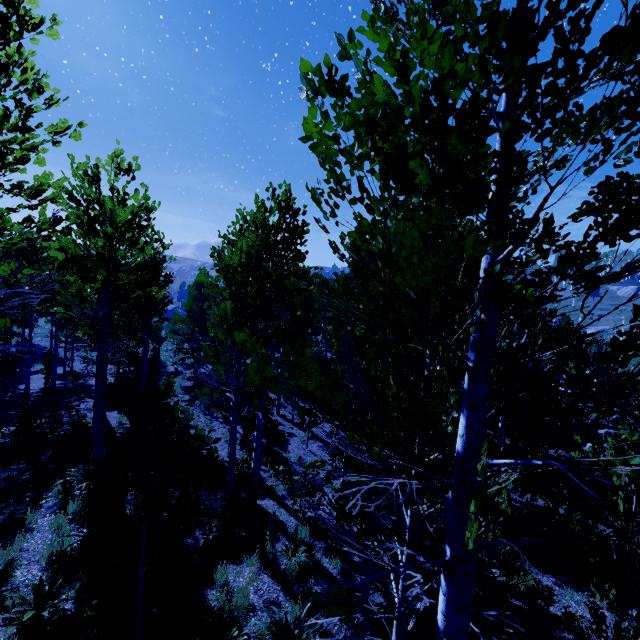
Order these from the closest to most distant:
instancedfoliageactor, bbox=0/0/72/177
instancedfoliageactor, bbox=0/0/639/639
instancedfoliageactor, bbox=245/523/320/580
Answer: instancedfoliageactor, bbox=0/0/639/639 → instancedfoliageactor, bbox=0/0/72/177 → instancedfoliageactor, bbox=245/523/320/580

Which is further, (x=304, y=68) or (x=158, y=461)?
(x=158, y=461)

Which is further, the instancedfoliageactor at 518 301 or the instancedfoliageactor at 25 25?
the instancedfoliageactor at 25 25

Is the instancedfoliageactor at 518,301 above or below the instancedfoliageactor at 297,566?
above

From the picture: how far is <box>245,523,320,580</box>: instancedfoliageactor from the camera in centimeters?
733cm

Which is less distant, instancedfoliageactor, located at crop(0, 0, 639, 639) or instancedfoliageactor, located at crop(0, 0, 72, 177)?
instancedfoliageactor, located at crop(0, 0, 639, 639)
